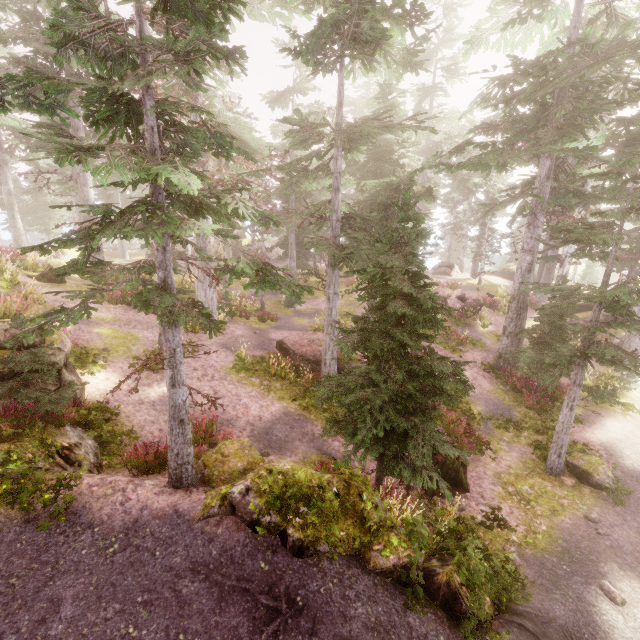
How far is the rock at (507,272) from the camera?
39.2 meters

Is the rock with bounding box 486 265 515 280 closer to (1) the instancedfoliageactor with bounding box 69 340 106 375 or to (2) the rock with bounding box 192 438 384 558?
(1) the instancedfoliageactor with bounding box 69 340 106 375

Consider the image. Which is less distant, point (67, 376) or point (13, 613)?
point (13, 613)

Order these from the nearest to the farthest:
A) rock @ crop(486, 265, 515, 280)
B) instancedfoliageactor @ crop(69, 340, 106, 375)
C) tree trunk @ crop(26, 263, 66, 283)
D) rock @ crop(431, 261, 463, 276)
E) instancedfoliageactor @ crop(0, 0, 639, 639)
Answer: instancedfoliageactor @ crop(0, 0, 639, 639), instancedfoliageactor @ crop(69, 340, 106, 375), tree trunk @ crop(26, 263, 66, 283), rock @ crop(431, 261, 463, 276), rock @ crop(486, 265, 515, 280)

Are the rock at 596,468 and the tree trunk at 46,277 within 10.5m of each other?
no

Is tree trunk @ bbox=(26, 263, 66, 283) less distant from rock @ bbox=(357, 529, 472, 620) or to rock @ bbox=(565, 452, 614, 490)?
rock @ bbox=(357, 529, 472, 620)

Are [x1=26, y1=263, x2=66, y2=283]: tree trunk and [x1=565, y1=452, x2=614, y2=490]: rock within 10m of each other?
no

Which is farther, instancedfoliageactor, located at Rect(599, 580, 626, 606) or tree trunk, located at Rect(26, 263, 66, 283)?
tree trunk, located at Rect(26, 263, 66, 283)
